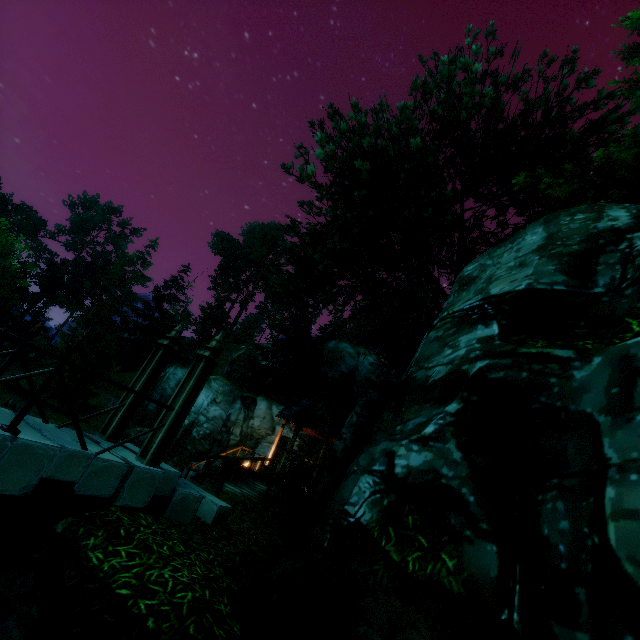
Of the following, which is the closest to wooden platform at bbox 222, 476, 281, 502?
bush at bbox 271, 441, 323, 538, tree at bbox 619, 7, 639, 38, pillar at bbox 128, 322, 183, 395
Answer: bush at bbox 271, 441, 323, 538

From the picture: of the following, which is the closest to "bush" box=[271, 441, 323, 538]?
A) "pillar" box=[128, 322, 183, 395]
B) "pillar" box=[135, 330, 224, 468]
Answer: "pillar" box=[135, 330, 224, 468]

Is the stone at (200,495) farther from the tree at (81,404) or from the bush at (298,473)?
the tree at (81,404)

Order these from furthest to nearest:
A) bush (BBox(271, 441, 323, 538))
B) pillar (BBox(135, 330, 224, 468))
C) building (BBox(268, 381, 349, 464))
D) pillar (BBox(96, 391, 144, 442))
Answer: building (BBox(268, 381, 349, 464)) < bush (BBox(271, 441, 323, 538)) < pillar (BBox(96, 391, 144, 442)) < pillar (BBox(135, 330, 224, 468))

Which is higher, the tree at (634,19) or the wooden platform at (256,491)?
the tree at (634,19)

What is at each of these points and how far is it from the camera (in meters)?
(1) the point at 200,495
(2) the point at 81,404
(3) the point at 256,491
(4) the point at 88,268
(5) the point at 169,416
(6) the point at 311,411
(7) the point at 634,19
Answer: (1) stone, 6.29
(2) tree, 24.22
(3) wooden platform, 11.59
(4) tree, 56.75
(5) pillar, 5.95
(6) building, 15.20
(7) tree, 6.19

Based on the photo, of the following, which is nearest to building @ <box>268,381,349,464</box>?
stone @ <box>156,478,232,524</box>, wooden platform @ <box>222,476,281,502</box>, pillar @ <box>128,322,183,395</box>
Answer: wooden platform @ <box>222,476,281,502</box>

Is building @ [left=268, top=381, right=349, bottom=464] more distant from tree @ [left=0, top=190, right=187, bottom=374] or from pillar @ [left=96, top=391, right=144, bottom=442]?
pillar @ [left=96, top=391, right=144, bottom=442]
